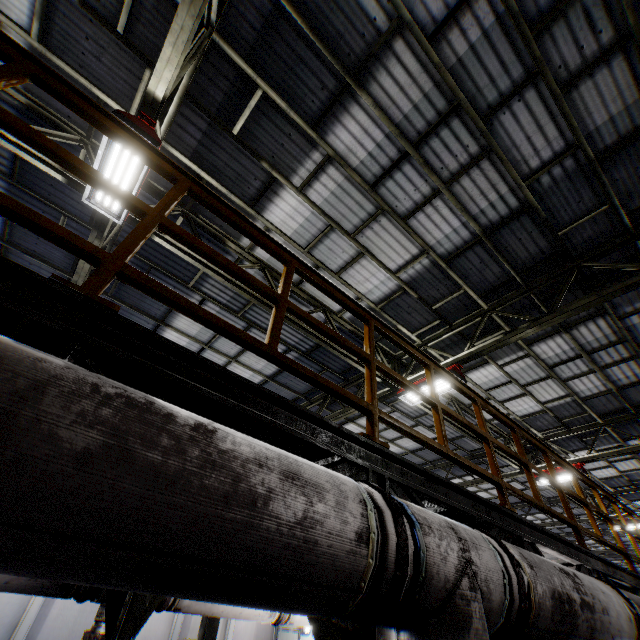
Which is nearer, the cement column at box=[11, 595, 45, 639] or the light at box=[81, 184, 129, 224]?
the light at box=[81, 184, 129, 224]

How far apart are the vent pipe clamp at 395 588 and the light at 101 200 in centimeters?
477cm

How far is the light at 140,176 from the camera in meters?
4.4 m

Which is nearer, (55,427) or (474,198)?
(55,427)

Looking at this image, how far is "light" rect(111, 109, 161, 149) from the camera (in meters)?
4.11

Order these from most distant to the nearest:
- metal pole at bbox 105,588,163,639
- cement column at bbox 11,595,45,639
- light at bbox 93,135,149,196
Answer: cement column at bbox 11,595,45,639, light at bbox 93,135,149,196, metal pole at bbox 105,588,163,639

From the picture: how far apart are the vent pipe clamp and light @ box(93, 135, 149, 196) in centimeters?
477cm

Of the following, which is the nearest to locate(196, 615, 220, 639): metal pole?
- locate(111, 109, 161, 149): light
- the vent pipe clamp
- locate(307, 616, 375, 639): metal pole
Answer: locate(111, 109, 161, 149): light
